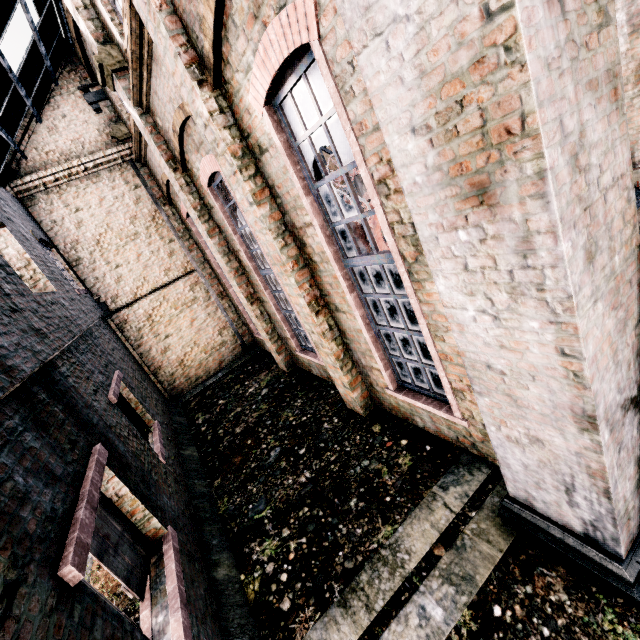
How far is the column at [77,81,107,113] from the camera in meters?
11.5

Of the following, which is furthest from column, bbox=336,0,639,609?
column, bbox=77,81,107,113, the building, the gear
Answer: column, bbox=77,81,107,113

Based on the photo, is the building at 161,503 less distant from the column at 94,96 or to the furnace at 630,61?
the column at 94,96

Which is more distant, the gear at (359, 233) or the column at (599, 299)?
the gear at (359, 233)

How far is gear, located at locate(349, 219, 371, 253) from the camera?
11.83m

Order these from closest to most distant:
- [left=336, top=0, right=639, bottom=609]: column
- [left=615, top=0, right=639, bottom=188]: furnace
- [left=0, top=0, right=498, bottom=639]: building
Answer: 1. [left=336, top=0, right=639, bottom=609]: column
2. [left=0, top=0, right=498, bottom=639]: building
3. [left=615, top=0, right=639, bottom=188]: furnace

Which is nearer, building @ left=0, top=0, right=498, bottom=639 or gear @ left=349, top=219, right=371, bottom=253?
building @ left=0, top=0, right=498, bottom=639

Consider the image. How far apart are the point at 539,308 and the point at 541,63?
1.56m
